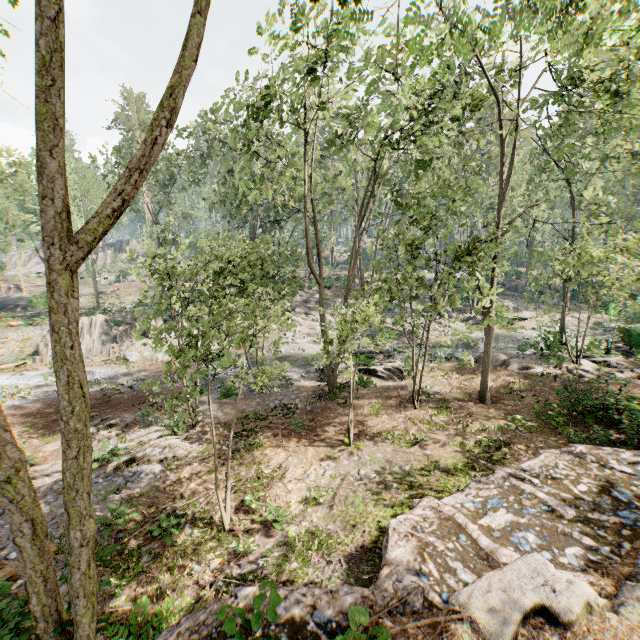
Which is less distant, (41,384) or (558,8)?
(558,8)

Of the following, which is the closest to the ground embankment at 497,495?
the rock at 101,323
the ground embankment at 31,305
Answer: the rock at 101,323

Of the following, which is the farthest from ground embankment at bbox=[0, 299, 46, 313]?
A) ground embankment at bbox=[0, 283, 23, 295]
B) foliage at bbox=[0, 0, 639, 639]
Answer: ground embankment at bbox=[0, 283, 23, 295]

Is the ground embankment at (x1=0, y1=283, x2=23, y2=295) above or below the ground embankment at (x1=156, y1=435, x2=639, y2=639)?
above

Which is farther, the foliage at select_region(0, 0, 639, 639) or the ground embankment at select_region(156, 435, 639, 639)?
the ground embankment at select_region(156, 435, 639, 639)

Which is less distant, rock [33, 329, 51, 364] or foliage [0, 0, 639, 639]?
foliage [0, 0, 639, 639]

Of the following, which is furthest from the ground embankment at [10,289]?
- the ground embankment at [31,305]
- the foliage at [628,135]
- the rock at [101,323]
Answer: the rock at [101,323]
